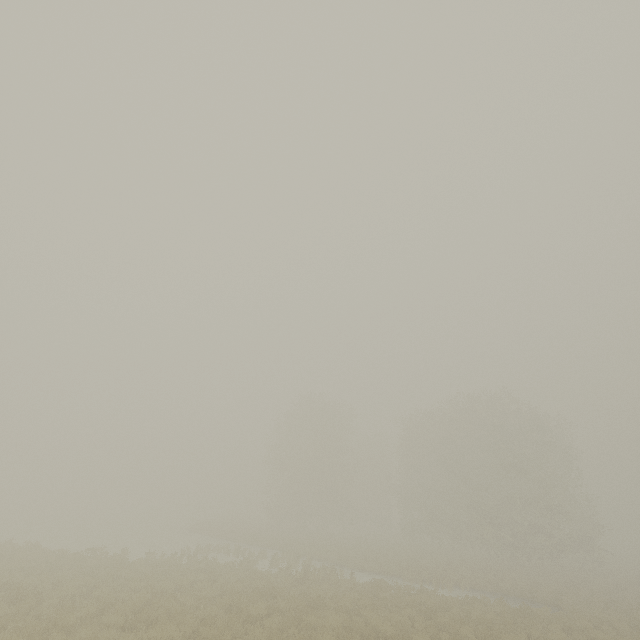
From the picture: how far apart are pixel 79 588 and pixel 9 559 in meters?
6.7 m
